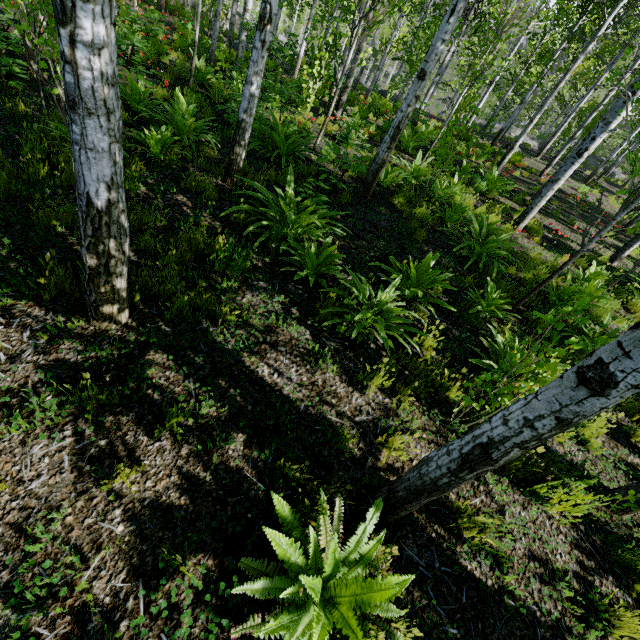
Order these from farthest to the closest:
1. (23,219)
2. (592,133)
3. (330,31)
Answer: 1. (330,31)
2. (592,133)
3. (23,219)
